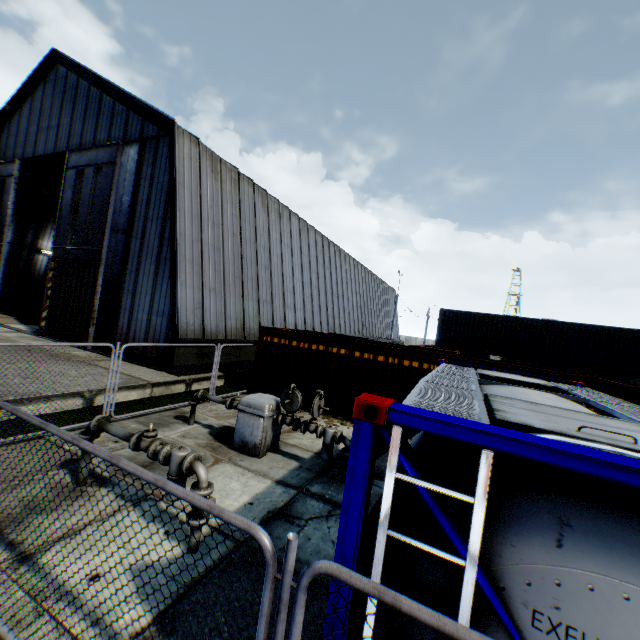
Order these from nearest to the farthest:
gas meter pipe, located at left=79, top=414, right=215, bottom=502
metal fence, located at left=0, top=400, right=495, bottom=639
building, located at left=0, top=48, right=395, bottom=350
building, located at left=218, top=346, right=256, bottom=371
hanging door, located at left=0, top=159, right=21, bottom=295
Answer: metal fence, located at left=0, top=400, right=495, bottom=639 < gas meter pipe, located at left=79, top=414, right=215, bottom=502 < building, located at left=0, top=48, right=395, bottom=350 < building, located at left=218, top=346, right=256, bottom=371 < hanging door, located at left=0, top=159, right=21, bottom=295

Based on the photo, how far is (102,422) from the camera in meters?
5.6 m

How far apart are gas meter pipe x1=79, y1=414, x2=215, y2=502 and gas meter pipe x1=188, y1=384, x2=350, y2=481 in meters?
2.8

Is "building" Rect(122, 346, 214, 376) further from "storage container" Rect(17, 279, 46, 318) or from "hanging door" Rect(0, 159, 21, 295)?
"storage container" Rect(17, 279, 46, 318)

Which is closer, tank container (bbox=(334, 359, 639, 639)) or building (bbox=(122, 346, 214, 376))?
tank container (bbox=(334, 359, 639, 639))

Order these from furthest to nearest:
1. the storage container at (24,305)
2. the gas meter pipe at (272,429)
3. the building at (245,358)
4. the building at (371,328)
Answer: the storage container at (24,305) → the building at (245,358) → the building at (371,328) → the gas meter pipe at (272,429)

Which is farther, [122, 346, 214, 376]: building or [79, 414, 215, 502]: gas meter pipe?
[122, 346, 214, 376]: building

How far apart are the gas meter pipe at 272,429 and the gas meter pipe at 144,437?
2.8 meters
